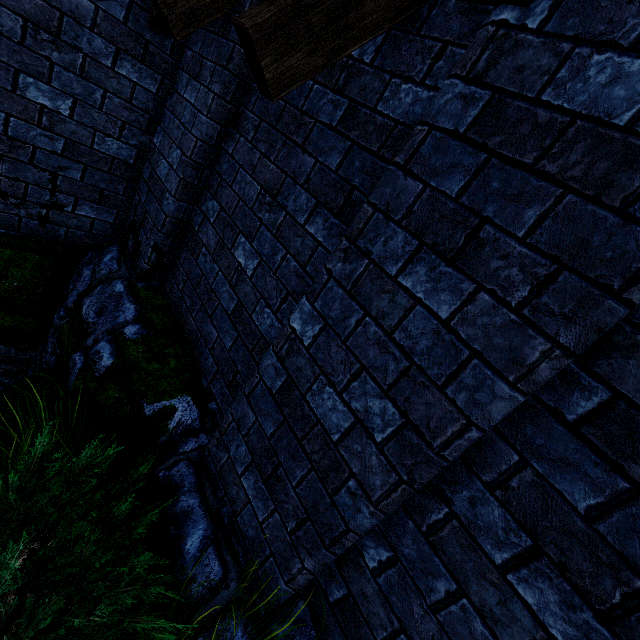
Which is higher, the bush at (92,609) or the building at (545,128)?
the building at (545,128)

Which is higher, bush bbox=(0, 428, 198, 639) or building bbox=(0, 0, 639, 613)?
building bbox=(0, 0, 639, 613)

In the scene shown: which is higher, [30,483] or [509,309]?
[509,309]
